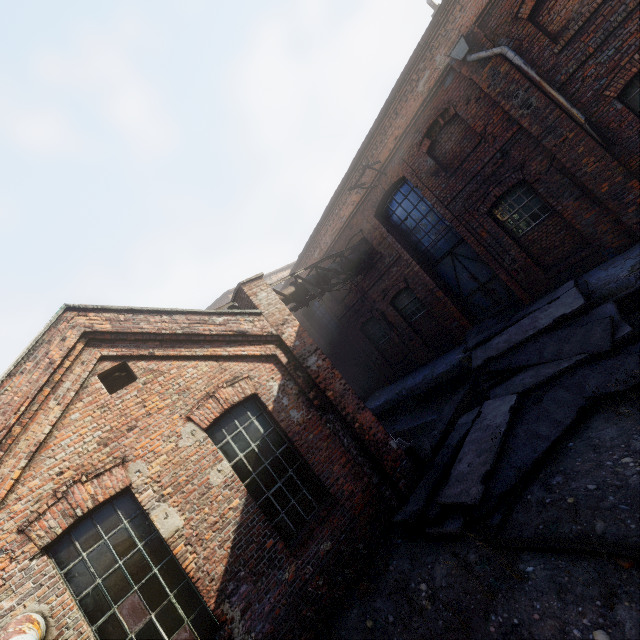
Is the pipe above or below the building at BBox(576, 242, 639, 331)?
above

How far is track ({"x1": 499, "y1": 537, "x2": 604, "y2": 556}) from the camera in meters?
3.8 m

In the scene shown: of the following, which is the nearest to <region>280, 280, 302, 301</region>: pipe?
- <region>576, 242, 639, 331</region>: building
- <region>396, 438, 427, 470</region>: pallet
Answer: <region>576, 242, 639, 331</region>: building

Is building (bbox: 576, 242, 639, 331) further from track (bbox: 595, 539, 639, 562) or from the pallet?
track (bbox: 595, 539, 639, 562)

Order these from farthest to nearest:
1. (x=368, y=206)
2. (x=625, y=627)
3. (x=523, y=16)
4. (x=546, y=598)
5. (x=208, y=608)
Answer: (x=368, y=206), (x=523, y=16), (x=208, y=608), (x=546, y=598), (x=625, y=627)

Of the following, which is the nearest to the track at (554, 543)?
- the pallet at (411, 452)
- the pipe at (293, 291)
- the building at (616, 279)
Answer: the pallet at (411, 452)

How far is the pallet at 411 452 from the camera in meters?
8.3
